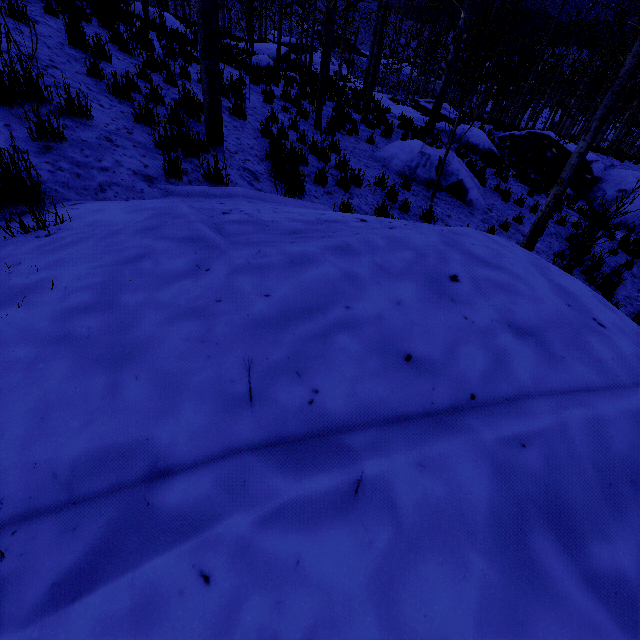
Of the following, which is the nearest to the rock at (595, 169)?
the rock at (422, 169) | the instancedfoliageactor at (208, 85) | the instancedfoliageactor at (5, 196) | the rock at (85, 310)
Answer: the instancedfoliageactor at (208, 85)

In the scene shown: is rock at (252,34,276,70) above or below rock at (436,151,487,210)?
above

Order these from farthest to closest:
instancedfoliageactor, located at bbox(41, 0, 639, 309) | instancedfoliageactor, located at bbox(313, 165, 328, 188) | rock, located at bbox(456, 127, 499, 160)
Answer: rock, located at bbox(456, 127, 499, 160) < instancedfoliageactor, located at bbox(313, 165, 328, 188) < instancedfoliageactor, located at bbox(41, 0, 639, 309)

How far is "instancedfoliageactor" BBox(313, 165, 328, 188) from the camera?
6.0 meters

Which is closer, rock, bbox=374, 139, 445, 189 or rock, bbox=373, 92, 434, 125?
rock, bbox=374, 139, 445, 189

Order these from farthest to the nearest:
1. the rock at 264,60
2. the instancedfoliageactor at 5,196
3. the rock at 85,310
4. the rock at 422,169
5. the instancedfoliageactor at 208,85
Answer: the rock at 264,60 < the rock at 422,169 < the instancedfoliageactor at 208,85 < the instancedfoliageactor at 5,196 < the rock at 85,310

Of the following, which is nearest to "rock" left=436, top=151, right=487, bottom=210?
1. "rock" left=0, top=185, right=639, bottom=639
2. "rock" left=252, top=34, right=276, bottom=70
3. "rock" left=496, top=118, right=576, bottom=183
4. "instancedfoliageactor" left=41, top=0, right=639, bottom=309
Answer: "instancedfoliageactor" left=41, top=0, right=639, bottom=309

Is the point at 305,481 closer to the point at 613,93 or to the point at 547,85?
the point at 613,93
